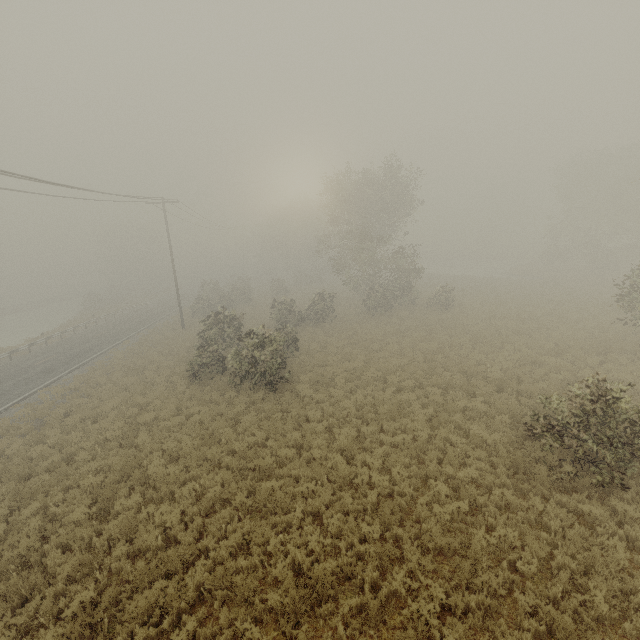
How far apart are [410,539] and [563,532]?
3.4m
